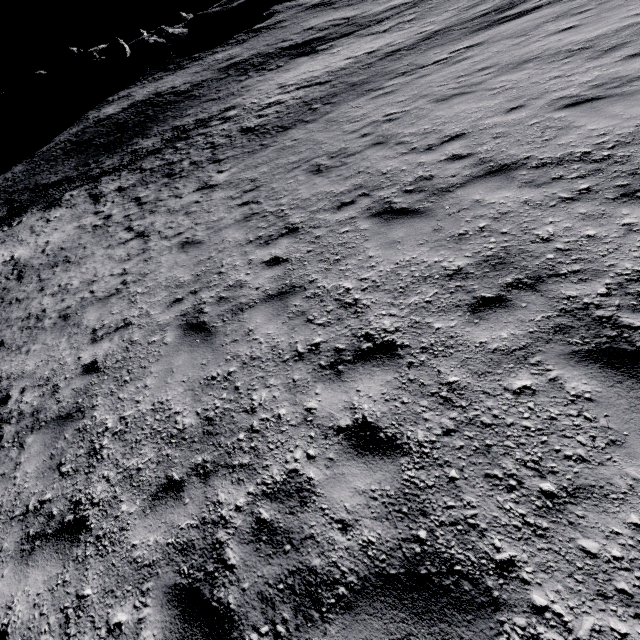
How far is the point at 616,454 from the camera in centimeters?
227cm
